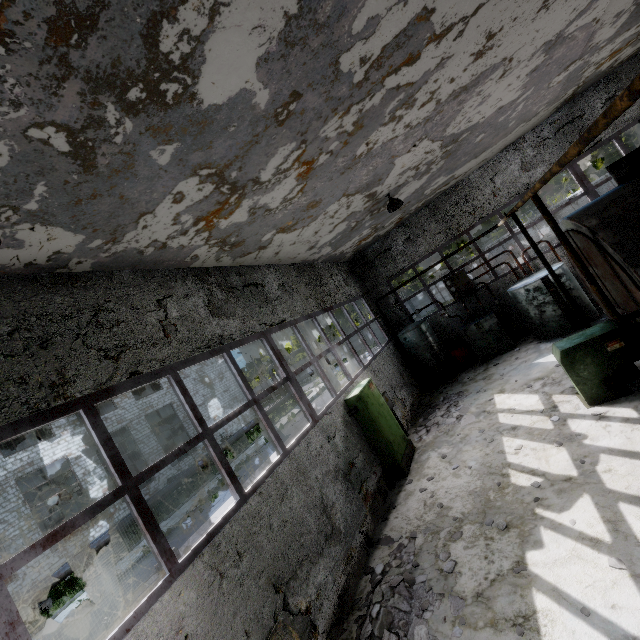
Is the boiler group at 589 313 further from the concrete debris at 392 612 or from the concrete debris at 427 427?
the concrete debris at 392 612

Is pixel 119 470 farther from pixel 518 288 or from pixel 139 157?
pixel 518 288

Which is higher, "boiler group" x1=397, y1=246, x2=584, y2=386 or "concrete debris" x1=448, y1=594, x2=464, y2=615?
"boiler group" x1=397, y1=246, x2=584, y2=386

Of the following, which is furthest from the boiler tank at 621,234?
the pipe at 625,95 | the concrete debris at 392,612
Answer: the pipe at 625,95

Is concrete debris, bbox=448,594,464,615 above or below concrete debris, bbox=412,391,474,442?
below

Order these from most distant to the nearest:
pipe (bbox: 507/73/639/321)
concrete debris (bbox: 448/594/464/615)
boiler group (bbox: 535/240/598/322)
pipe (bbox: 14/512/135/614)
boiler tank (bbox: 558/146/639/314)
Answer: pipe (bbox: 14/512/135/614) → boiler group (bbox: 535/240/598/322) → boiler tank (bbox: 558/146/639/314) → concrete debris (bbox: 448/594/464/615) → pipe (bbox: 507/73/639/321)

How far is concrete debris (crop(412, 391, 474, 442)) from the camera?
9.7 meters

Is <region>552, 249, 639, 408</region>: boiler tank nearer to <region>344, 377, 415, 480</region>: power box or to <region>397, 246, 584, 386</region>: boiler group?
<region>397, 246, 584, 386</region>: boiler group
